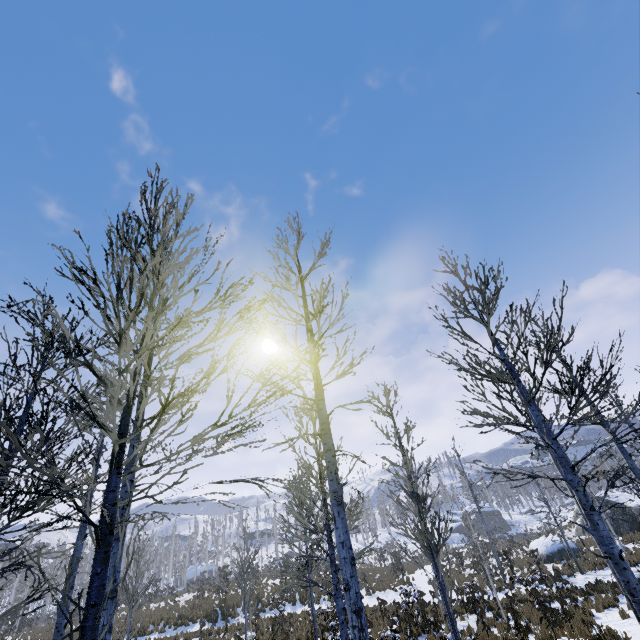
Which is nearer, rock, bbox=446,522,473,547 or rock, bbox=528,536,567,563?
rock, bbox=528,536,567,563

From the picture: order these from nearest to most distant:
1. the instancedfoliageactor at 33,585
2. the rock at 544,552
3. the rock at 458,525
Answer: the instancedfoliageactor at 33,585, the rock at 544,552, the rock at 458,525

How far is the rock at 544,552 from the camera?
24.1m

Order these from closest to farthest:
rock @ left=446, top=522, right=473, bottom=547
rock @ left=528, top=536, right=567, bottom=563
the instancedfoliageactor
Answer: the instancedfoliageactor → rock @ left=528, top=536, right=567, bottom=563 → rock @ left=446, top=522, right=473, bottom=547

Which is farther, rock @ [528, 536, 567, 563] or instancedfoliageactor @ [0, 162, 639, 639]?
rock @ [528, 536, 567, 563]

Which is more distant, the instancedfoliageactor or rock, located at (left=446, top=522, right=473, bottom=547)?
rock, located at (left=446, top=522, right=473, bottom=547)

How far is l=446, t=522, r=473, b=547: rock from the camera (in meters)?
52.94

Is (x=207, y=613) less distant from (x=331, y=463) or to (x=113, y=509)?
(x=331, y=463)
